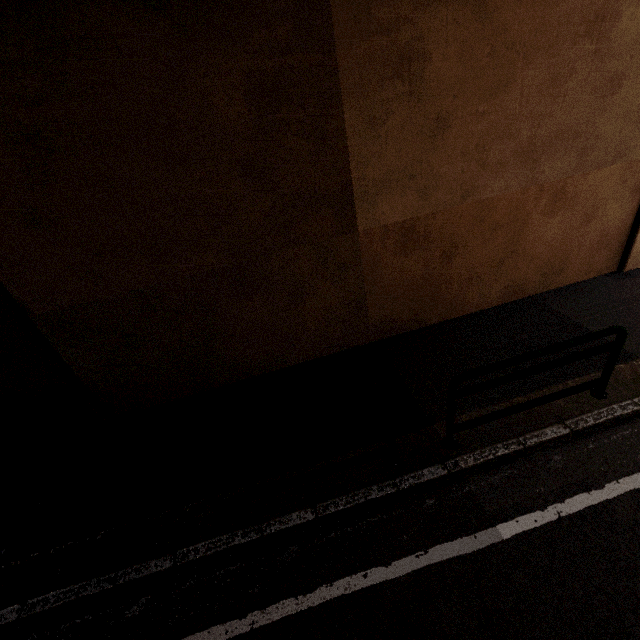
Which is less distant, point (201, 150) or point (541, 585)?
point (541, 585)

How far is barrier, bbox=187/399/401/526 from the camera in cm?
302

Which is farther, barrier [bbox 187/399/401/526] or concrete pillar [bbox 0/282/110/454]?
concrete pillar [bbox 0/282/110/454]

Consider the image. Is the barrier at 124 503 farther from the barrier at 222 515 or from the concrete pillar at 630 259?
the concrete pillar at 630 259

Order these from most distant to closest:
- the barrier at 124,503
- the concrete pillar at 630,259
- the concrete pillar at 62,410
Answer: the concrete pillar at 630,259 → the concrete pillar at 62,410 → the barrier at 124,503

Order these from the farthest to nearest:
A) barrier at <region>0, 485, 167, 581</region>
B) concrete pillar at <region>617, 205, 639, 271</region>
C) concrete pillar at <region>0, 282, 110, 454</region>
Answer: concrete pillar at <region>617, 205, 639, 271</region>
concrete pillar at <region>0, 282, 110, 454</region>
barrier at <region>0, 485, 167, 581</region>

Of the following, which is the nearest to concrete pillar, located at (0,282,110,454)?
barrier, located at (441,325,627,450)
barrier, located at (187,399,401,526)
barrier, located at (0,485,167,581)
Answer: barrier, located at (0,485,167,581)

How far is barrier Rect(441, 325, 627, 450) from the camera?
3.25m
